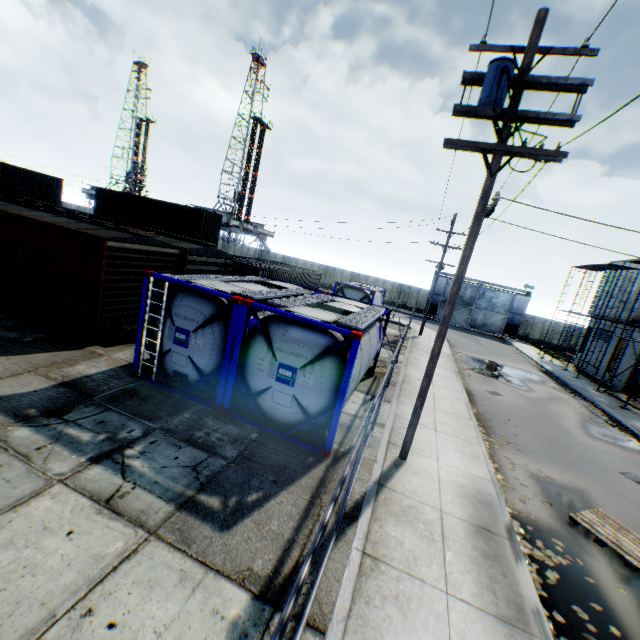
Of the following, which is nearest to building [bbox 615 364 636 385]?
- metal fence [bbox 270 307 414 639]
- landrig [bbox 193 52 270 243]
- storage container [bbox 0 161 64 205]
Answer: metal fence [bbox 270 307 414 639]

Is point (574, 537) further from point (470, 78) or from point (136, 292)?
point (136, 292)

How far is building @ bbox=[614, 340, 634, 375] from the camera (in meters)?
23.31

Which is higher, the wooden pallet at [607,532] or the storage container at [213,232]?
the storage container at [213,232]

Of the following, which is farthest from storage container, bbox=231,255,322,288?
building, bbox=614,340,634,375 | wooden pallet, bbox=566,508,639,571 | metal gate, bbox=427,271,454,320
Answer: building, bbox=614,340,634,375

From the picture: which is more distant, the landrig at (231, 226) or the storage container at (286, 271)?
the landrig at (231, 226)

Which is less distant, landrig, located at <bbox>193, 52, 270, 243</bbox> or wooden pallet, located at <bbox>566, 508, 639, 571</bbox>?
wooden pallet, located at <bbox>566, 508, 639, 571</bbox>

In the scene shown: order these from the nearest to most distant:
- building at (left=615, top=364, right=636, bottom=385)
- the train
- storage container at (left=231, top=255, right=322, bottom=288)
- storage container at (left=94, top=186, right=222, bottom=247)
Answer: the train
storage container at (left=231, top=255, right=322, bottom=288)
building at (left=615, top=364, right=636, bottom=385)
storage container at (left=94, top=186, right=222, bottom=247)
